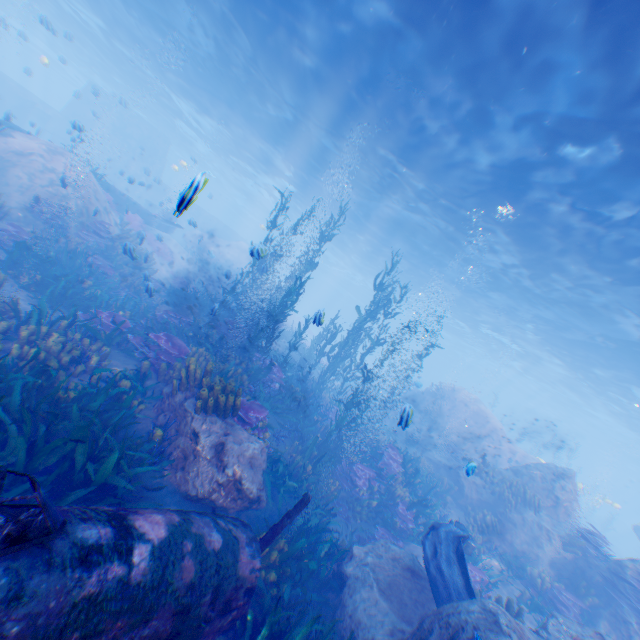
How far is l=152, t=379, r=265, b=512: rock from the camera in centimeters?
605cm

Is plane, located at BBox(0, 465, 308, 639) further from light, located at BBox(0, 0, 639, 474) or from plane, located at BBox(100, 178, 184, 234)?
plane, located at BBox(100, 178, 184, 234)

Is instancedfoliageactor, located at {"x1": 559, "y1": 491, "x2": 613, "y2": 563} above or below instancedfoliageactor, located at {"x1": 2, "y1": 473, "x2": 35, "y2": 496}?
above

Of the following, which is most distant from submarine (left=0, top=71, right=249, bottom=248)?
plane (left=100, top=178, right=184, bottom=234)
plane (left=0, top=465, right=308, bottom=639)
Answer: plane (left=0, top=465, right=308, bottom=639)

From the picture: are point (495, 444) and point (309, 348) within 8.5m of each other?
no

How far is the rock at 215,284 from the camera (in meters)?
27.97

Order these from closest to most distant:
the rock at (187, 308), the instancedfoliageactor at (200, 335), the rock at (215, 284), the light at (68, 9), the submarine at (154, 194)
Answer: the instancedfoliageactor at (200, 335) → the light at (68, 9) → the rock at (187, 308) → the submarine at (154, 194) → the rock at (215, 284)
